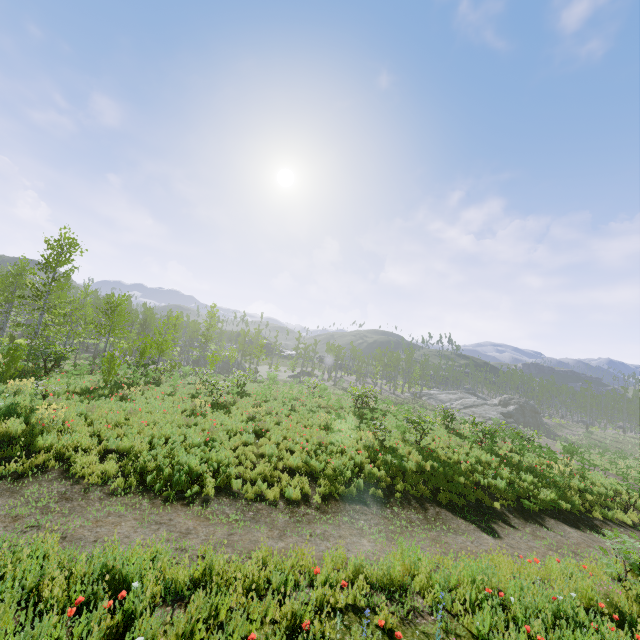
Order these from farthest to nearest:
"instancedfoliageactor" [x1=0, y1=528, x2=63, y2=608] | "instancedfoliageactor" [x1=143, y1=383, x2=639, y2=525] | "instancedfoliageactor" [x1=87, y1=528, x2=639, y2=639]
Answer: "instancedfoliageactor" [x1=143, y1=383, x2=639, y2=525] < "instancedfoliageactor" [x1=87, y1=528, x2=639, y2=639] < "instancedfoliageactor" [x1=0, y1=528, x2=63, y2=608]

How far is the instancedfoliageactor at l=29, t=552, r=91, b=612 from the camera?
3.7m

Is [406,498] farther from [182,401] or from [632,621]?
[182,401]

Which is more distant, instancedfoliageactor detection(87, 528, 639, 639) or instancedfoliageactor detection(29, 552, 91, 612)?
instancedfoliageactor detection(87, 528, 639, 639)

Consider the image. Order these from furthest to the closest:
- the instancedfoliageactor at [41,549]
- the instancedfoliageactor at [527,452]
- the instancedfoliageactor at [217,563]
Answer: the instancedfoliageactor at [527,452]
the instancedfoliageactor at [217,563]
the instancedfoliageactor at [41,549]

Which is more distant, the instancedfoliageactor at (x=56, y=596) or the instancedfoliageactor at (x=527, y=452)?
the instancedfoliageactor at (x=527, y=452)
